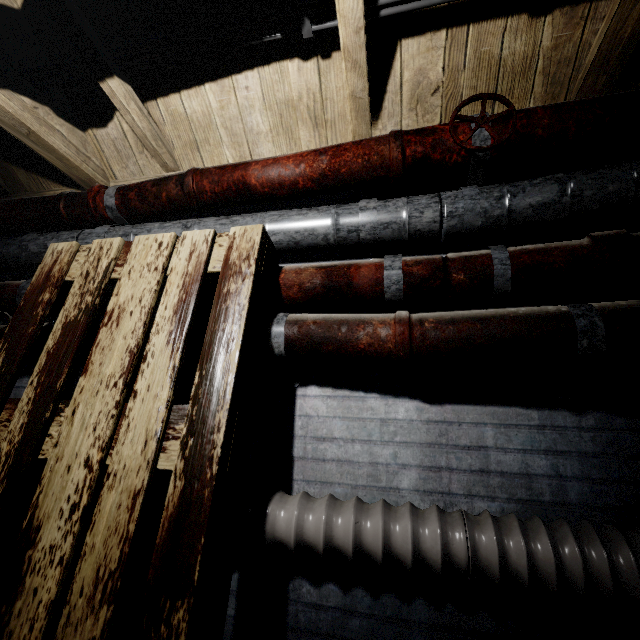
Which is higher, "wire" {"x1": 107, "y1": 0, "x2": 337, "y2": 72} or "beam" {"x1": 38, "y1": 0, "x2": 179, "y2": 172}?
"wire" {"x1": 107, "y1": 0, "x2": 337, "y2": 72}

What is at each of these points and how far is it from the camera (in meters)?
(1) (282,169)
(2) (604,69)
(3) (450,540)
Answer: (1) pipe, 1.38
(2) beam, 1.21
(3) pipe, 0.93

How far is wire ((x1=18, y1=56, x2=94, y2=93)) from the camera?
1.4m

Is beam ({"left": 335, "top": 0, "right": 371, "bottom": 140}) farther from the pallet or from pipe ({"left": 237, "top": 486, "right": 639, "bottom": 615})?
pipe ({"left": 237, "top": 486, "right": 639, "bottom": 615})

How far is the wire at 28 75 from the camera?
1.4m

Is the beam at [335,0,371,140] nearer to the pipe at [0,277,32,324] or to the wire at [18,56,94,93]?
the pipe at [0,277,32,324]

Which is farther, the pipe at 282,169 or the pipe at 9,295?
the pipe at 9,295

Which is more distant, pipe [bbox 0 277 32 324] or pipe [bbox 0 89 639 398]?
pipe [bbox 0 277 32 324]
